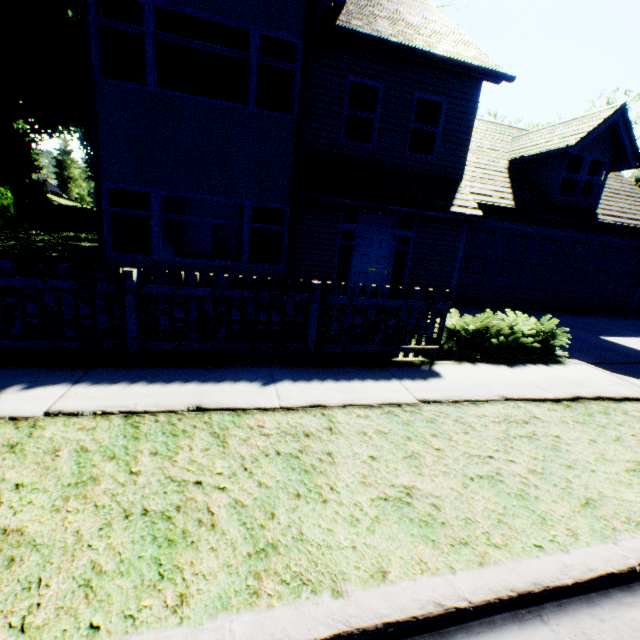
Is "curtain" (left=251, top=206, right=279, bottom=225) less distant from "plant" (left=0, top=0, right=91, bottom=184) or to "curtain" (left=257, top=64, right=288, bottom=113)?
"curtain" (left=257, top=64, right=288, bottom=113)

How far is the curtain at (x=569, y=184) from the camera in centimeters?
1141cm

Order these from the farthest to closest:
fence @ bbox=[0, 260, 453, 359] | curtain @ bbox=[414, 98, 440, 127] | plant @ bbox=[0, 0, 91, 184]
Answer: plant @ bbox=[0, 0, 91, 184] → curtain @ bbox=[414, 98, 440, 127] → fence @ bbox=[0, 260, 453, 359]

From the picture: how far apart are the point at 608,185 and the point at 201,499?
18.87m

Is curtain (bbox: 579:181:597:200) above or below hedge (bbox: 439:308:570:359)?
above

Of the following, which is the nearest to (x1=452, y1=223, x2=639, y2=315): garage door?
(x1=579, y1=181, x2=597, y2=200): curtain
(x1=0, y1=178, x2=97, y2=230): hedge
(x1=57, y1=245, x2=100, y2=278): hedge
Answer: (x1=579, y1=181, x2=597, y2=200): curtain

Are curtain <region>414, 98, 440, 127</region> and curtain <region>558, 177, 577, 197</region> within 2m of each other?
no

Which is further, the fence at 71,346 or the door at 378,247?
the door at 378,247
